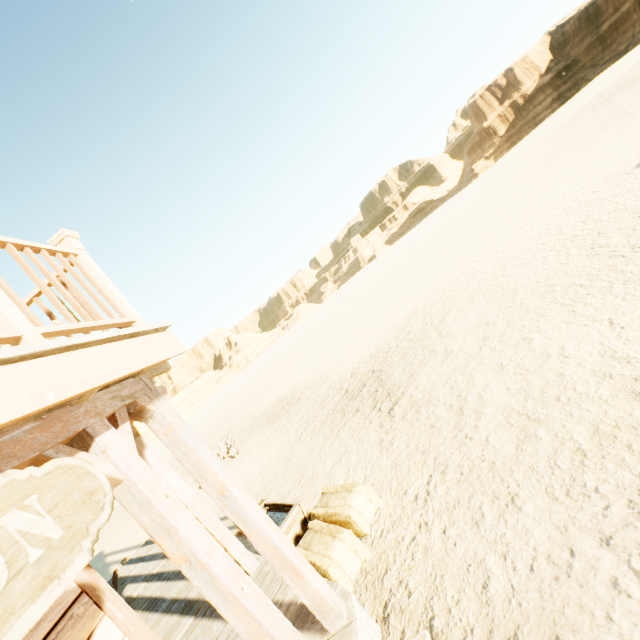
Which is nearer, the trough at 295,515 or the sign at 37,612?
the sign at 37,612

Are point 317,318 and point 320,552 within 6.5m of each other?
no

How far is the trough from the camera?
4.8 meters

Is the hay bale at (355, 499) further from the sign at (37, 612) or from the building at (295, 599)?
the sign at (37, 612)

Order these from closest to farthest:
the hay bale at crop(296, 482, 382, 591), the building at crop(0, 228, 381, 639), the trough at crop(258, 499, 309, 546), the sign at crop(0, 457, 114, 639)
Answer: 1. the sign at crop(0, 457, 114, 639)
2. the building at crop(0, 228, 381, 639)
3. the hay bale at crop(296, 482, 382, 591)
4. the trough at crop(258, 499, 309, 546)

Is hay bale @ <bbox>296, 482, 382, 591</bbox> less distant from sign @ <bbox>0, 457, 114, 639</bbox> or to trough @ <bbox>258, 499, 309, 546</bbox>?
trough @ <bbox>258, 499, 309, 546</bbox>

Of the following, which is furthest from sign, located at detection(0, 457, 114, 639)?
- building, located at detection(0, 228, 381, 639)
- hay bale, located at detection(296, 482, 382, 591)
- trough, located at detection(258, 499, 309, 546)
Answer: trough, located at detection(258, 499, 309, 546)
